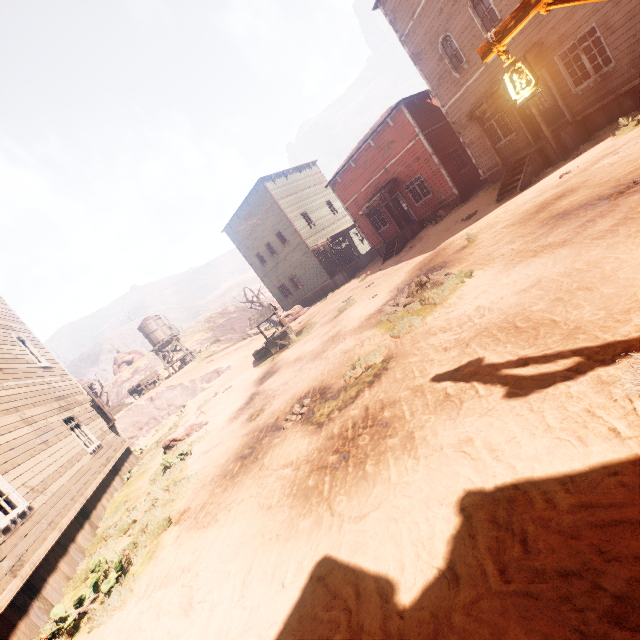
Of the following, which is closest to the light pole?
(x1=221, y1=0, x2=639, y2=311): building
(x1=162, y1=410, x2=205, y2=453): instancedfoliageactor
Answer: (x1=221, y1=0, x2=639, y2=311): building

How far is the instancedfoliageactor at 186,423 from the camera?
12.0m

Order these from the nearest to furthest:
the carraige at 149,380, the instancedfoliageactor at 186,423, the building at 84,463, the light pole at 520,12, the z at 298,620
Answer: the z at 298,620, the light pole at 520,12, the building at 84,463, the instancedfoliageactor at 186,423, the carraige at 149,380

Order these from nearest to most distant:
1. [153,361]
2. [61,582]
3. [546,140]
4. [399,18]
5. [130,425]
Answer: [61,582] < [546,140] < [399,18] < [130,425] < [153,361]

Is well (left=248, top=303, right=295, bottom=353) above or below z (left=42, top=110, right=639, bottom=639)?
above

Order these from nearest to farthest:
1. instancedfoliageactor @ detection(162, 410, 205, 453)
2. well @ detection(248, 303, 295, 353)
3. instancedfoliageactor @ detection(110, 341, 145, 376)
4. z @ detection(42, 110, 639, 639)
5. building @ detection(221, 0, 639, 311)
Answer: z @ detection(42, 110, 639, 639), building @ detection(221, 0, 639, 311), instancedfoliageactor @ detection(162, 410, 205, 453), well @ detection(248, 303, 295, 353), instancedfoliageactor @ detection(110, 341, 145, 376)

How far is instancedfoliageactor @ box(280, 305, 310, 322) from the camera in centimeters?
2758cm

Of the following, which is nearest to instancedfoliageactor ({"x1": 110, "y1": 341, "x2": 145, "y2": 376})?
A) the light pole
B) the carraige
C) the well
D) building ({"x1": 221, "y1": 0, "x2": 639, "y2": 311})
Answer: building ({"x1": 221, "y1": 0, "x2": 639, "y2": 311})
